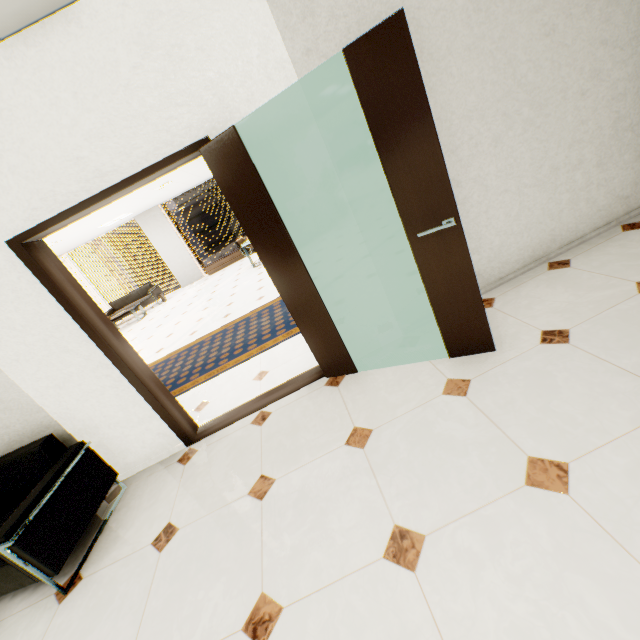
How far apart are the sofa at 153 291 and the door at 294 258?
9.6 meters

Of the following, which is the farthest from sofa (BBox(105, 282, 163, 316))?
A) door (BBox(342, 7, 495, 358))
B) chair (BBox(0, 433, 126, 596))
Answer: door (BBox(342, 7, 495, 358))

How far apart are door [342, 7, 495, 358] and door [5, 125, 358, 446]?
0.75m

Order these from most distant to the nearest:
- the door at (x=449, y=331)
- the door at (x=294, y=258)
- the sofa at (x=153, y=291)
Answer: the sofa at (x=153, y=291), the door at (x=294, y=258), the door at (x=449, y=331)

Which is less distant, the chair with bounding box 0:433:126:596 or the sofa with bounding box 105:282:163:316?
the chair with bounding box 0:433:126:596

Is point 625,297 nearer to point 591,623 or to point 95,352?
point 591,623

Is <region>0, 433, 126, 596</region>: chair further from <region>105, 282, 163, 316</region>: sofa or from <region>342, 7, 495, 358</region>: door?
<region>105, 282, 163, 316</region>: sofa

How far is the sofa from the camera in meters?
11.4
